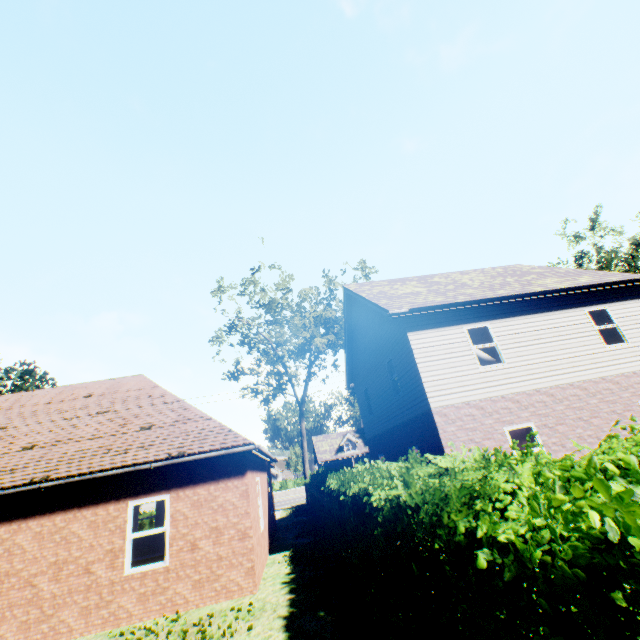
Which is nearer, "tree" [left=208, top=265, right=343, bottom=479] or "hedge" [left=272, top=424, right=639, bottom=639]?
"hedge" [left=272, top=424, right=639, bottom=639]

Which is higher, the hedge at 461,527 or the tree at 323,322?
the tree at 323,322

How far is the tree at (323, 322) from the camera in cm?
2409

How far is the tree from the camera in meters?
24.1

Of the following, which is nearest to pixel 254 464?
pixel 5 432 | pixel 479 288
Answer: pixel 5 432

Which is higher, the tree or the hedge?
the tree
